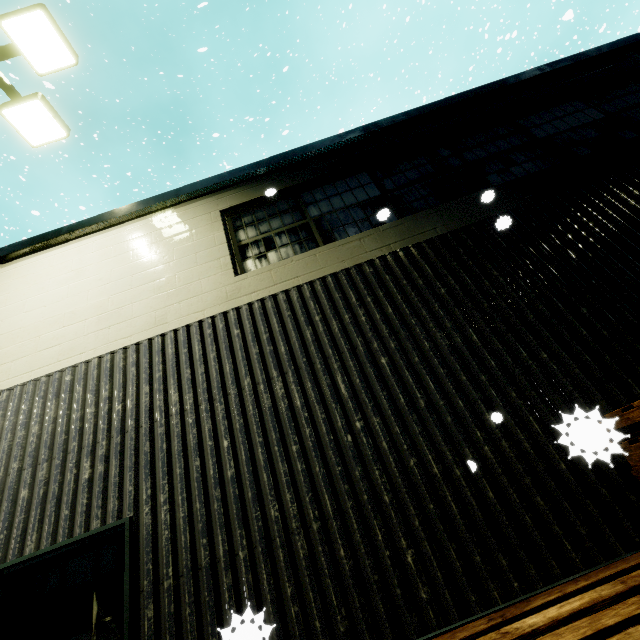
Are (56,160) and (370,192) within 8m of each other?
no

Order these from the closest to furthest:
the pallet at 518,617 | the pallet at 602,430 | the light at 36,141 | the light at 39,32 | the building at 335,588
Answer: the pallet at 602,430
the pallet at 518,617
the building at 335,588
the light at 39,32
the light at 36,141

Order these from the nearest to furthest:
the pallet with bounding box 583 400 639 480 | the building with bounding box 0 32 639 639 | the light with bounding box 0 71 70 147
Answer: the pallet with bounding box 583 400 639 480 → the building with bounding box 0 32 639 639 → the light with bounding box 0 71 70 147

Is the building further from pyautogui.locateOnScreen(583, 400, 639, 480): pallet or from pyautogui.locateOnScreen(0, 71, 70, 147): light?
pyautogui.locateOnScreen(0, 71, 70, 147): light

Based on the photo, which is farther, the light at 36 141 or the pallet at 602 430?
the light at 36 141

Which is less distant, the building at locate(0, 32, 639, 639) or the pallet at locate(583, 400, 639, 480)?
the pallet at locate(583, 400, 639, 480)

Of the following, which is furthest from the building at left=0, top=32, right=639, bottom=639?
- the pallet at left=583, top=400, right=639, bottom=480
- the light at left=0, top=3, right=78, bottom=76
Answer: the light at left=0, top=3, right=78, bottom=76
